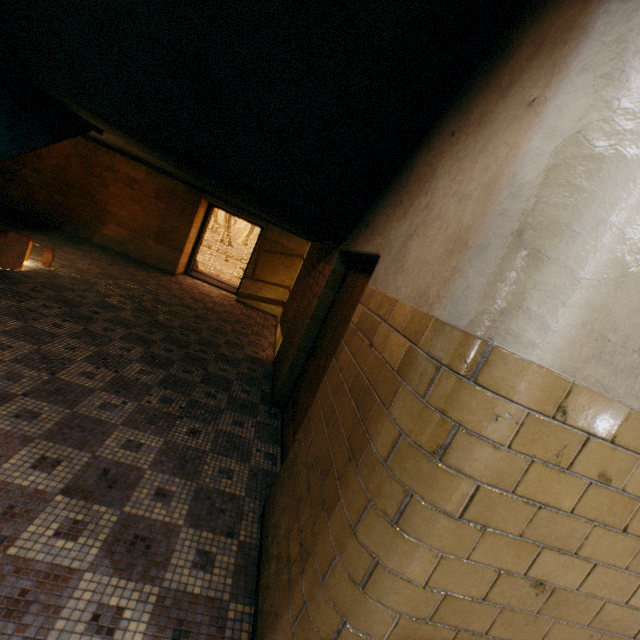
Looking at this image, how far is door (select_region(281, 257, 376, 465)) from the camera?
3.04m

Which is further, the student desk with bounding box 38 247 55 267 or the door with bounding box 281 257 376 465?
the student desk with bounding box 38 247 55 267

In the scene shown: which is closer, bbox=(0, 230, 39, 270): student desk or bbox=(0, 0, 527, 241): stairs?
bbox=(0, 0, 527, 241): stairs

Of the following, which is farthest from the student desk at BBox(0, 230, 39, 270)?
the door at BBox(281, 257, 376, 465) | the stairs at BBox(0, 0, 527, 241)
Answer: the door at BBox(281, 257, 376, 465)

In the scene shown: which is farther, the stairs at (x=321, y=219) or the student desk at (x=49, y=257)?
the student desk at (x=49, y=257)

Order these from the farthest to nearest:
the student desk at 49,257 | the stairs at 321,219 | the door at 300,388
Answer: the student desk at 49,257, the door at 300,388, the stairs at 321,219

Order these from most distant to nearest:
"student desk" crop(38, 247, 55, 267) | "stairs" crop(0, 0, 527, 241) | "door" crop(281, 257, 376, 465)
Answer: "student desk" crop(38, 247, 55, 267)
"door" crop(281, 257, 376, 465)
"stairs" crop(0, 0, 527, 241)

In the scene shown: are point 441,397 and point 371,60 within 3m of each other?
yes
